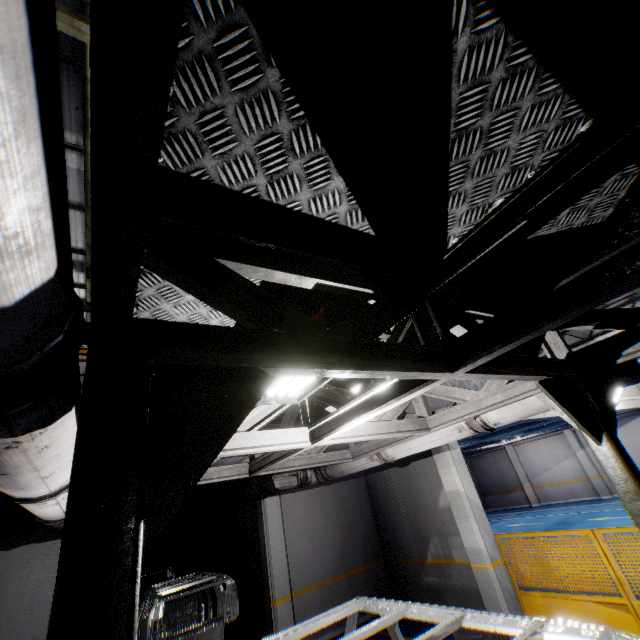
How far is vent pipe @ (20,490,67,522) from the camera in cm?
246

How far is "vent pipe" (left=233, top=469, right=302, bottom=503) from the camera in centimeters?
683cm

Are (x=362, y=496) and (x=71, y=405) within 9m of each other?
no

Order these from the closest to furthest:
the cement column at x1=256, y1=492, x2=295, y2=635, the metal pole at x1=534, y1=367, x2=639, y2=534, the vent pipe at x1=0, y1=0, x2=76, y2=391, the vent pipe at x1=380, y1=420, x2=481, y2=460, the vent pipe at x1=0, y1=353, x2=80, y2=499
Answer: the vent pipe at x1=0, y1=0, x2=76, y2=391
the vent pipe at x1=0, y1=353, x2=80, y2=499
the metal pole at x1=534, y1=367, x2=639, y2=534
the vent pipe at x1=380, y1=420, x2=481, y2=460
the cement column at x1=256, y1=492, x2=295, y2=635

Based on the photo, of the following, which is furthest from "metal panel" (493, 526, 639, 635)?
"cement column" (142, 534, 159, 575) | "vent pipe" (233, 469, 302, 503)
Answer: "cement column" (142, 534, 159, 575)

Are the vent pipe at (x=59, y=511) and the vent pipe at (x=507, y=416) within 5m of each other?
yes

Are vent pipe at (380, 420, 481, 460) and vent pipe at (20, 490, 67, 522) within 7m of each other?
yes

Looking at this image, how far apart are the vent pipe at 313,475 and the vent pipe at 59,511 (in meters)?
3.70
